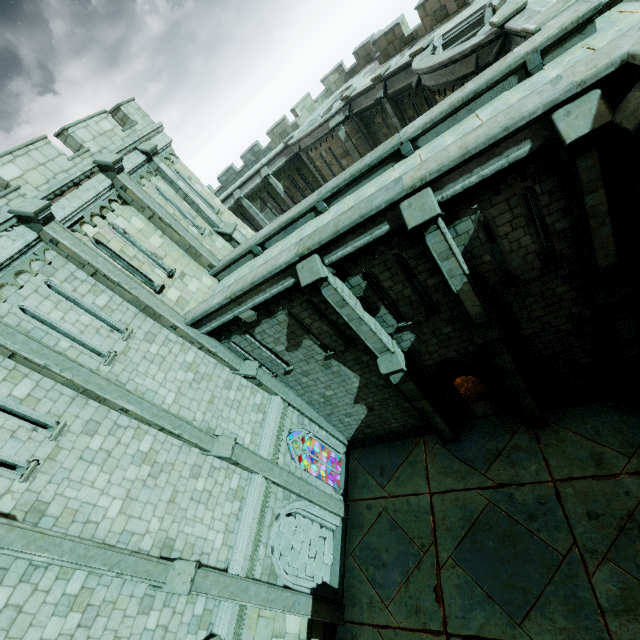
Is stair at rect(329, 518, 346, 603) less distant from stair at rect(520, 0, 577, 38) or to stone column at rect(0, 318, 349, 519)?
stone column at rect(0, 318, 349, 519)

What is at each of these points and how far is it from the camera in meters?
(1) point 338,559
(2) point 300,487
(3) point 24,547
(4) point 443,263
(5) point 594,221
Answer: (1) stair, 13.2
(2) stone column, 12.5
(3) stone column, 6.4
(4) stone column, 8.3
(5) stone column, 7.1

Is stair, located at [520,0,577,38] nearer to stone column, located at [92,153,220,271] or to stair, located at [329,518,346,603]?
stone column, located at [92,153,220,271]

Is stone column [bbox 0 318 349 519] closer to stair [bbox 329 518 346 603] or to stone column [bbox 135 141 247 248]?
stair [bbox 329 518 346 603]

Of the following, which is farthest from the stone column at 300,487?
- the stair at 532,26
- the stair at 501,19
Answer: the stair at 501,19

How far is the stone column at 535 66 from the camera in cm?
779

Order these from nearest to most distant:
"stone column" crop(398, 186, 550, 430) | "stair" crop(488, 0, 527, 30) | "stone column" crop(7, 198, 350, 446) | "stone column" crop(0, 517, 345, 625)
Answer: "stone column" crop(0, 517, 345, 625)
"stone column" crop(398, 186, 550, 430)
"stone column" crop(7, 198, 350, 446)
"stair" crop(488, 0, 527, 30)

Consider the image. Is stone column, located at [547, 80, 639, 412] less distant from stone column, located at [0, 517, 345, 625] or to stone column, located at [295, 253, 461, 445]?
stone column, located at [295, 253, 461, 445]
